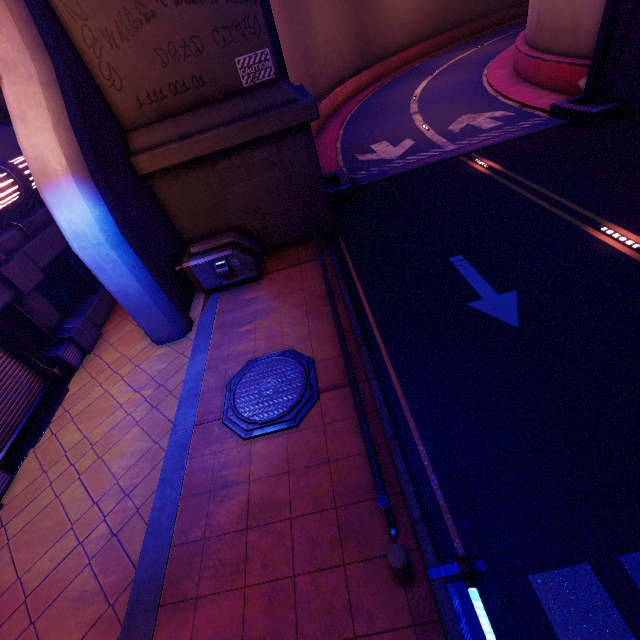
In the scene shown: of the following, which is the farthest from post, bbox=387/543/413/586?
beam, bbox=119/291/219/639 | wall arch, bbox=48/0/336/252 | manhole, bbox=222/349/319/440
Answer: wall arch, bbox=48/0/336/252

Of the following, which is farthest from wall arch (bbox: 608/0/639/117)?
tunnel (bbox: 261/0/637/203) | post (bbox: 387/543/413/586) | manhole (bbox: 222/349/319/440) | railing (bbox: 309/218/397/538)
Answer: post (bbox: 387/543/413/586)

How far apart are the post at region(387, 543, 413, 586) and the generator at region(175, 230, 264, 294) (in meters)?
7.85

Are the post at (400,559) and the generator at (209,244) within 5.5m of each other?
no

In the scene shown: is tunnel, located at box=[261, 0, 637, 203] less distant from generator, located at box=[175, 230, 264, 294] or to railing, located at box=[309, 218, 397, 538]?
generator, located at box=[175, 230, 264, 294]

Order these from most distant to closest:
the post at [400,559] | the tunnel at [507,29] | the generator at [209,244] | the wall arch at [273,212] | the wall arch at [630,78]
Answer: the tunnel at [507,29], the wall arch at [630,78], the generator at [209,244], the wall arch at [273,212], the post at [400,559]

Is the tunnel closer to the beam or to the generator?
the generator

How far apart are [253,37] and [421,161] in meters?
8.8
